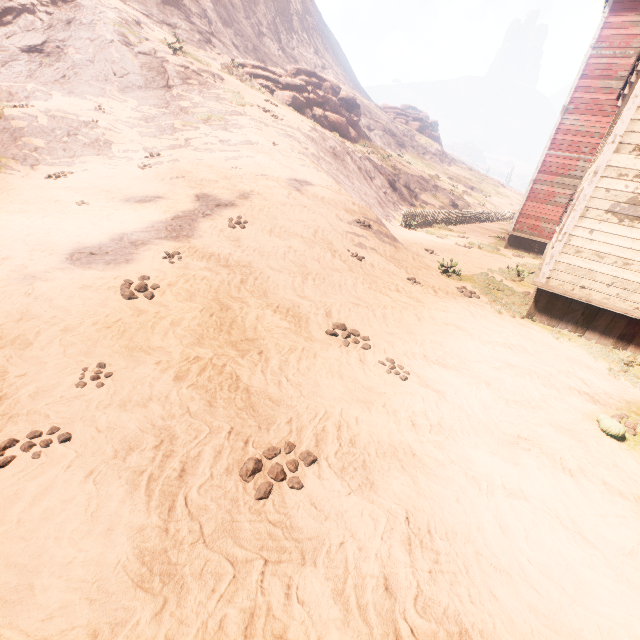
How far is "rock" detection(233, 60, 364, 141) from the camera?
25.78m

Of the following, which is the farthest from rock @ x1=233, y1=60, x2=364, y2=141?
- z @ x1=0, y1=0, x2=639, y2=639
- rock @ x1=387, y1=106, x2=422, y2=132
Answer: rock @ x1=387, y1=106, x2=422, y2=132

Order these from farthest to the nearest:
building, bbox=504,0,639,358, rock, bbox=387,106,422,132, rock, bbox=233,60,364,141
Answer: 1. rock, bbox=387,106,422,132
2. rock, bbox=233,60,364,141
3. building, bbox=504,0,639,358

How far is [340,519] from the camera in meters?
2.9

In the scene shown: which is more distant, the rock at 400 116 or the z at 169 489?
the rock at 400 116

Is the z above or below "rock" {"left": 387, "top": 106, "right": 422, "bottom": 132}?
below

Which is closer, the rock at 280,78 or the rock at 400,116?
the rock at 280,78

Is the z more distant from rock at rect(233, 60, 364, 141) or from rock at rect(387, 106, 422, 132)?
rock at rect(233, 60, 364, 141)
